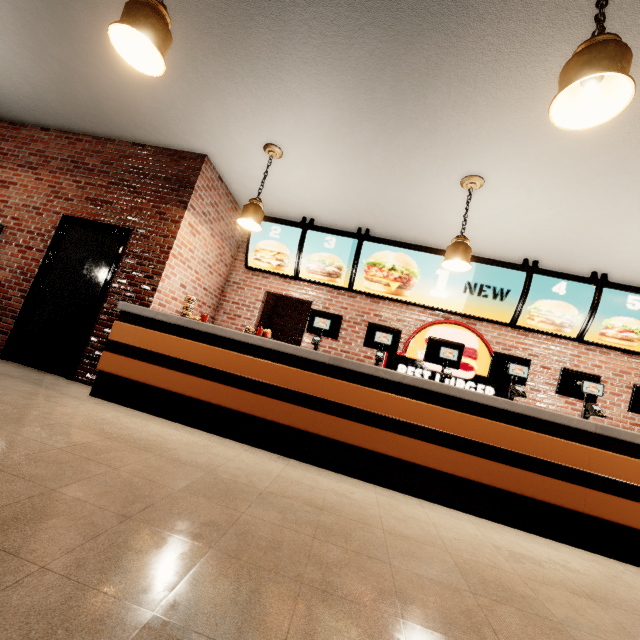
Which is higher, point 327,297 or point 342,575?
point 327,297
